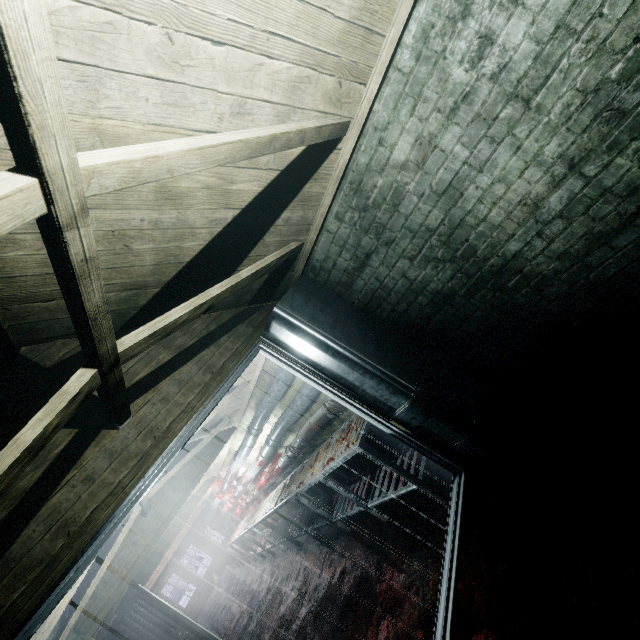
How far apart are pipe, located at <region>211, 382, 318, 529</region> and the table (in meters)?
0.43

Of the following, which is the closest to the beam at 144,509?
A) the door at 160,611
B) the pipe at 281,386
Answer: the pipe at 281,386

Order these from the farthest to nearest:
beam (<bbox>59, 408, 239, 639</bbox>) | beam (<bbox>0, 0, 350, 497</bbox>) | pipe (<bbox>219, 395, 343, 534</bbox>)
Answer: pipe (<bbox>219, 395, 343, 534</bbox>) → beam (<bbox>59, 408, 239, 639</bbox>) → beam (<bbox>0, 0, 350, 497</bbox>)

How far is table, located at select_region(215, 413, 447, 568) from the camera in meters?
2.7

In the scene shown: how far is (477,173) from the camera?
1.9 meters

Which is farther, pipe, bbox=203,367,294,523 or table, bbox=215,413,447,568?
pipe, bbox=203,367,294,523

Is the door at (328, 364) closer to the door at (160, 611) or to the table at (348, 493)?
the table at (348, 493)

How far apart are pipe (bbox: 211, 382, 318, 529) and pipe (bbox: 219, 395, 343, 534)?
0.1 meters
